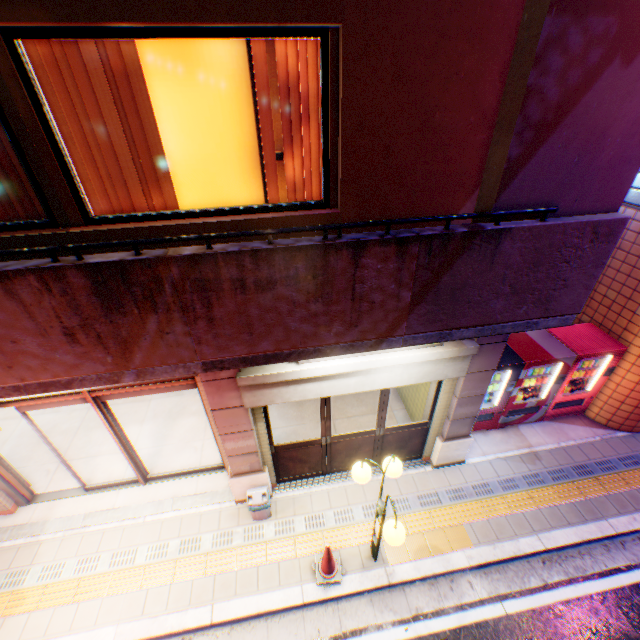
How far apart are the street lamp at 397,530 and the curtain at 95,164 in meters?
4.0

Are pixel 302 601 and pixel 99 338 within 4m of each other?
no

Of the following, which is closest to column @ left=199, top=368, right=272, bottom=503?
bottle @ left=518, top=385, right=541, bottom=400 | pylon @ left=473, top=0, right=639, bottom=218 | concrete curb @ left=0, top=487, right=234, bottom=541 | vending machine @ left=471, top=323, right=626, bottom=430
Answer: concrete curb @ left=0, top=487, right=234, bottom=541

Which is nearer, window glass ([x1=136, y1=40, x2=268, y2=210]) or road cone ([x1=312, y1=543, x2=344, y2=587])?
window glass ([x1=136, y1=40, x2=268, y2=210])

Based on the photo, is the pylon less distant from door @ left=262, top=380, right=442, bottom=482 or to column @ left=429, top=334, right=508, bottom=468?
column @ left=429, top=334, right=508, bottom=468

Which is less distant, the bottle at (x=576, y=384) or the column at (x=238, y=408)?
the column at (x=238, y=408)

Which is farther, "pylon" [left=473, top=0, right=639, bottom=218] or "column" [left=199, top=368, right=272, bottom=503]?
"column" [left=199, top=368, right=272, bottom=503]

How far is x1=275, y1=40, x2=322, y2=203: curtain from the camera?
3.18m
